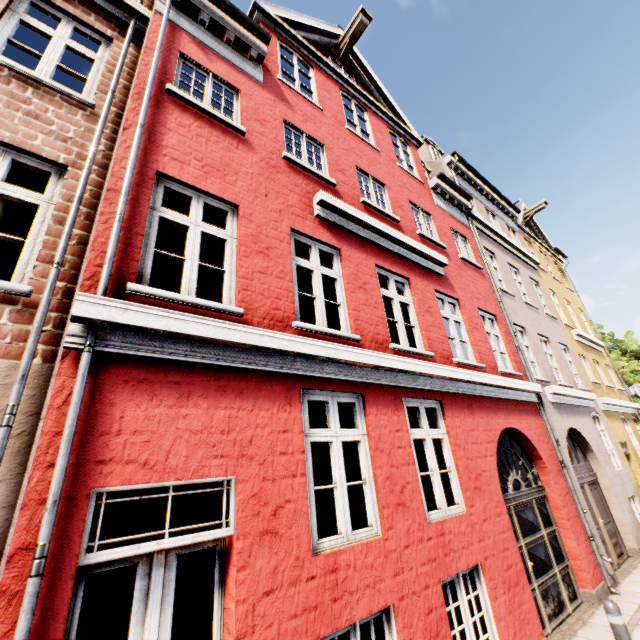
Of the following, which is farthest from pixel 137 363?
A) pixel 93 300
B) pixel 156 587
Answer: pixel 156 587

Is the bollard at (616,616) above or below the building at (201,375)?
below

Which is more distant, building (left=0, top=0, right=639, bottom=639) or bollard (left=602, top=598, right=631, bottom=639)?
bollard (left=602, top=598, right=631, bottom=639)

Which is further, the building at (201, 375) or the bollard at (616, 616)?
the bollard at (616, 616)

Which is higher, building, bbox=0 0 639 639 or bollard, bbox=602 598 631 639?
building, bbox=0 0 639 639
